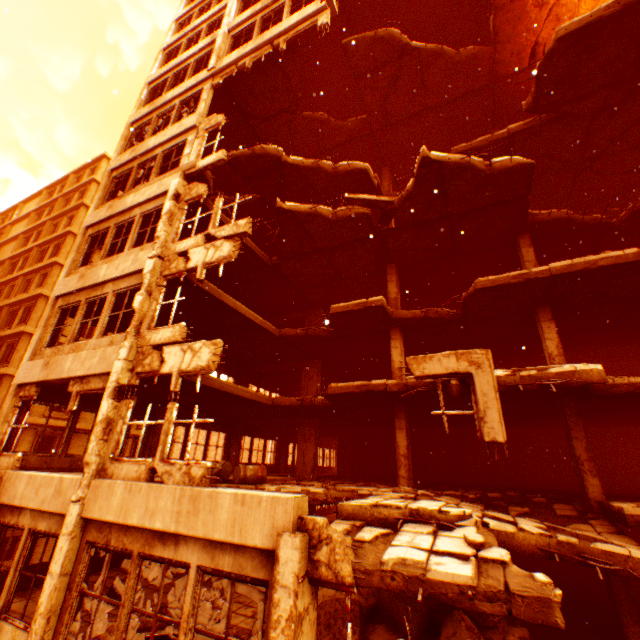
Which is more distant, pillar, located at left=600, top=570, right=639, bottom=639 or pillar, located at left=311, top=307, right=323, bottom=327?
pillar, located at left=311, top=307, right=323, bottom=327

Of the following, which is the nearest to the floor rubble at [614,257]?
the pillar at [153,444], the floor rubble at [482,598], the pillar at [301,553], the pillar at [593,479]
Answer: the pillar at [593,479]

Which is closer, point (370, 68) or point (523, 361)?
point (370, 68)

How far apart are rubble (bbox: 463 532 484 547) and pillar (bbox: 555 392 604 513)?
6.52m

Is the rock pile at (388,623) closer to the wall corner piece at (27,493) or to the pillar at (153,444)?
the wall corner piece at (27,493)

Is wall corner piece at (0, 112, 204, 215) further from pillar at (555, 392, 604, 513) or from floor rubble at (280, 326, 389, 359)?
pillar at (555, 392, 604, 513)

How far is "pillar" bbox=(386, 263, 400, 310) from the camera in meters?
13.2

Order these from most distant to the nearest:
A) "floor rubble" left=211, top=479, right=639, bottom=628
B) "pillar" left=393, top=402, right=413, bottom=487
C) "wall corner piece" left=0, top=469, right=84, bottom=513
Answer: "pillar" left=393, top=402, right=413, bottom=487, "wall corner piece" left=0, top=469, right=84, bottom=513, "floor rubble" left=211, top=479, right=639, bottom=628
